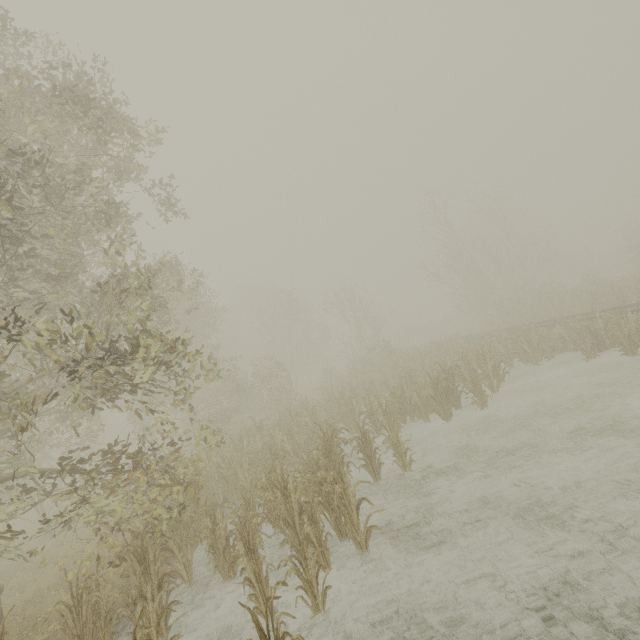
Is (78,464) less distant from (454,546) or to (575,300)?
(454,546)
